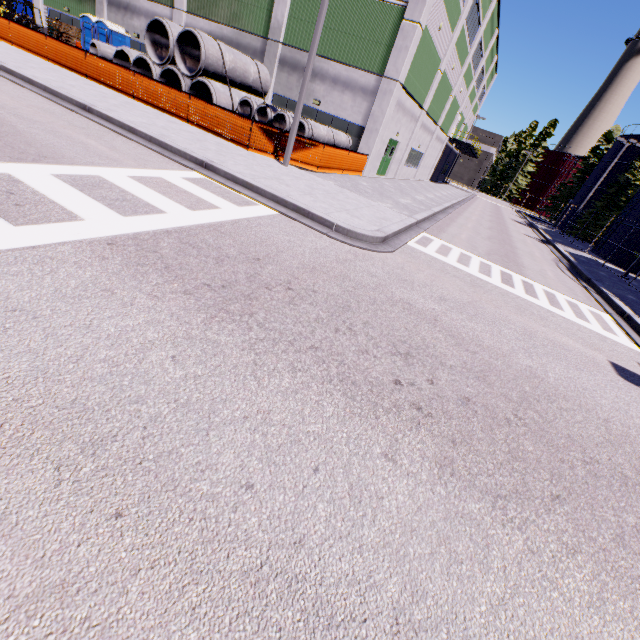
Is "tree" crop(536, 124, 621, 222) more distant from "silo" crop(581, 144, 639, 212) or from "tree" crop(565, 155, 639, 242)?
"tree" crop(565, 155, 639, 242)

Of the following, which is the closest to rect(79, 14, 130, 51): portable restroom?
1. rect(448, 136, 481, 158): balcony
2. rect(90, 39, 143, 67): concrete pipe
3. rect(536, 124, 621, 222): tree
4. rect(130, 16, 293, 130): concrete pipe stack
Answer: rect(90, 39, 143, 67): concrete pipe

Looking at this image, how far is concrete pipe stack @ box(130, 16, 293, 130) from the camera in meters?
15.7 m

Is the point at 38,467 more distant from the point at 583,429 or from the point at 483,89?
the point at 483,89

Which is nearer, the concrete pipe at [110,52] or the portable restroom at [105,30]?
the concrete pipe at [110,52]

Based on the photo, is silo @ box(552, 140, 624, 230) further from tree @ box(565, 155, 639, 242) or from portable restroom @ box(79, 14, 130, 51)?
portable restroom @ box(79, 14, 130, 51)

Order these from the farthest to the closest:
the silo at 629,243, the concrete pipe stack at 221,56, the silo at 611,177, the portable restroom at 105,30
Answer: the silo at 611,177
the silo at 629,243
the portable restroom at 105,30
the concrete pipe stack at 221,56

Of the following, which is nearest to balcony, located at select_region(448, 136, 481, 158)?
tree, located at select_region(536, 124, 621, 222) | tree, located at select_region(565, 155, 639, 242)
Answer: tree, located at select_region(536, 124, 621, 222)
